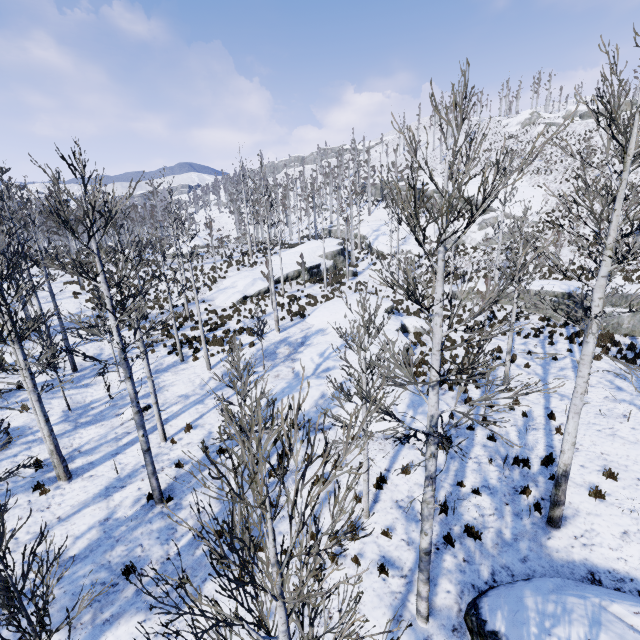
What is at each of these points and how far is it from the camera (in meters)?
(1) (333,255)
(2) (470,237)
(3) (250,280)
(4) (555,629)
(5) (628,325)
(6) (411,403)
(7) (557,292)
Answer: (1) rock, 36.19
(2) rock, 37.00
(3) rock, 28.08
(4) rock, 5.32
(5) rock, 17.23
(6) rock, 12.52
(7) rock, 20.86

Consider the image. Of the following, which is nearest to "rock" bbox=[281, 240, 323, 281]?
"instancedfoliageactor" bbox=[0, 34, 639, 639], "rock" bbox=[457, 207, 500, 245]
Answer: "instancedfoliageactor" bbox=[0, 34, 639, 639]

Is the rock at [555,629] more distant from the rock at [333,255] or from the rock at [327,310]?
the rock at [333,255]

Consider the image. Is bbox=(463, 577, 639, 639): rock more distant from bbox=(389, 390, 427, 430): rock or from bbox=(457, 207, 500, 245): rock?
bbox=(457, 207, 500, 245): rock

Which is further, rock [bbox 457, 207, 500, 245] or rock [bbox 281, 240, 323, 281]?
rock [bbox 457, 207, 500, 245]

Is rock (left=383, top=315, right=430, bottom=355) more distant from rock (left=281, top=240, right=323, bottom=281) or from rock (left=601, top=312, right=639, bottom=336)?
rock (left=601, top=312, right=639, bottom=336)

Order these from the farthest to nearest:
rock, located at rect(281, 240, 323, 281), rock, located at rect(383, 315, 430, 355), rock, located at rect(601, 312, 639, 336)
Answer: rock, located at rect(281, 240, 323, 281)
rock, located at rect(383, 315, 430, 355)
rock, located at rect(601, 312, 639, 336)

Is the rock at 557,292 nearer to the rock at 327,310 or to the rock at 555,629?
the rock at 327,310
